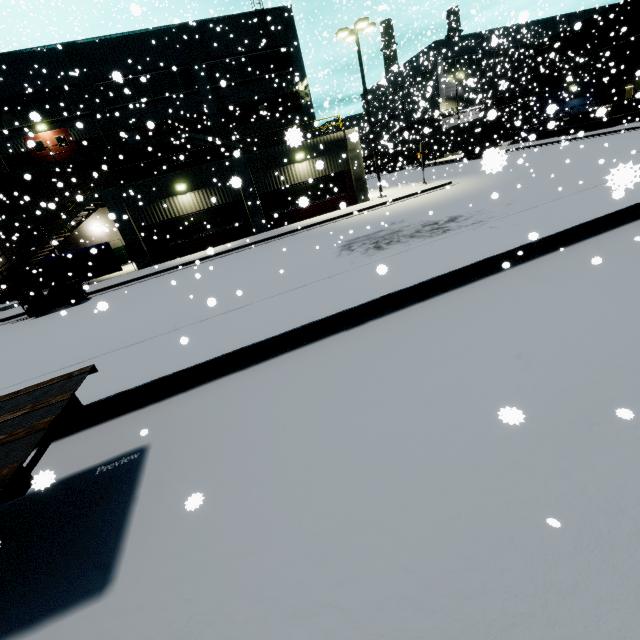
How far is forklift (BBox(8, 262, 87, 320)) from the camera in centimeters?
1563cm

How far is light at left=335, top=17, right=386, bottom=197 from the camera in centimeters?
1888cm

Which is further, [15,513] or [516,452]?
[15,513]

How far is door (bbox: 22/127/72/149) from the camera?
19.5 meters

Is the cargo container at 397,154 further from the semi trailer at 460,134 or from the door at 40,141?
the door at 40,141

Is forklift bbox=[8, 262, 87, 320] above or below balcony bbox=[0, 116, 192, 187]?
below

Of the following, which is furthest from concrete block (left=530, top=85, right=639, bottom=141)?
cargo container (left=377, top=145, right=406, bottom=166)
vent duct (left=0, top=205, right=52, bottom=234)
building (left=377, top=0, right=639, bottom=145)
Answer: vent duct (left=0, top=205, right=52, bottom=234)

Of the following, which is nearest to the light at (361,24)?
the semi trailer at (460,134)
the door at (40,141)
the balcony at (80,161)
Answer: the balcony at (80,161)
